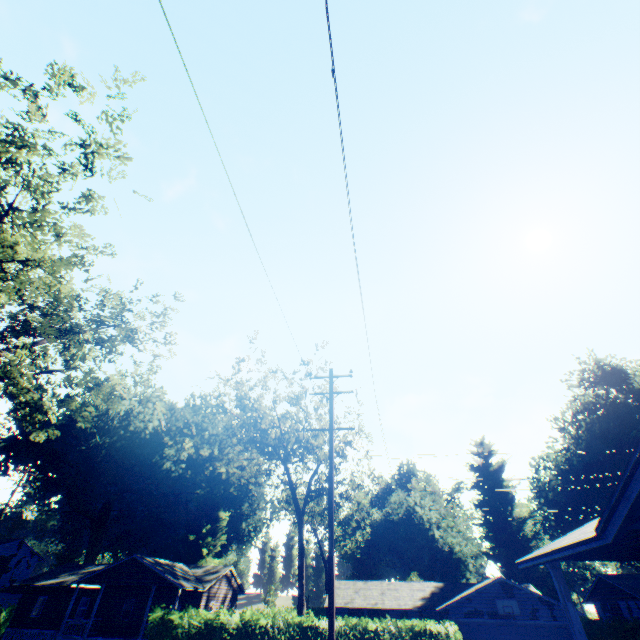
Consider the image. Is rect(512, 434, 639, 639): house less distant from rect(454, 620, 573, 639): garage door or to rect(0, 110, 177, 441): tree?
rect(0, 110, 177, 441): tree

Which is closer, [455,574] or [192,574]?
[192,574]

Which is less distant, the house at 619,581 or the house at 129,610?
the house at 129,610

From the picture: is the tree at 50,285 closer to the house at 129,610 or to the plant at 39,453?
the house at 129,610

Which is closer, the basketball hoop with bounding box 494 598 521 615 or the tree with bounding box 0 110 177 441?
the tree with bounding box 0 110 177 441

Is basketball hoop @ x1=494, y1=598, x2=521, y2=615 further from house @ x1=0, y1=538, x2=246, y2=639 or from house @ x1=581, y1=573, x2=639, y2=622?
house @ x1=0, y1=538, x2=246, y2=639

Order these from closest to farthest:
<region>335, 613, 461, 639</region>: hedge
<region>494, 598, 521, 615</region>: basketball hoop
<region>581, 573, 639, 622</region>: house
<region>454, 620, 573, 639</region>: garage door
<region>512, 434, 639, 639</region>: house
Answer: <region>512, 434, 639, 639</region>: house < <region>335, 613, 461, 639</region>: hedge < <region>454, 620, 573, 639</region>: garage door < <region>494, 598, 521, 615</region>: basketball hoop < <region>581, 573, 639, 622</region>: house

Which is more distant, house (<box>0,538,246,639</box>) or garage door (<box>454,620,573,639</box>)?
house (<box>0,538,246,639</box>)
